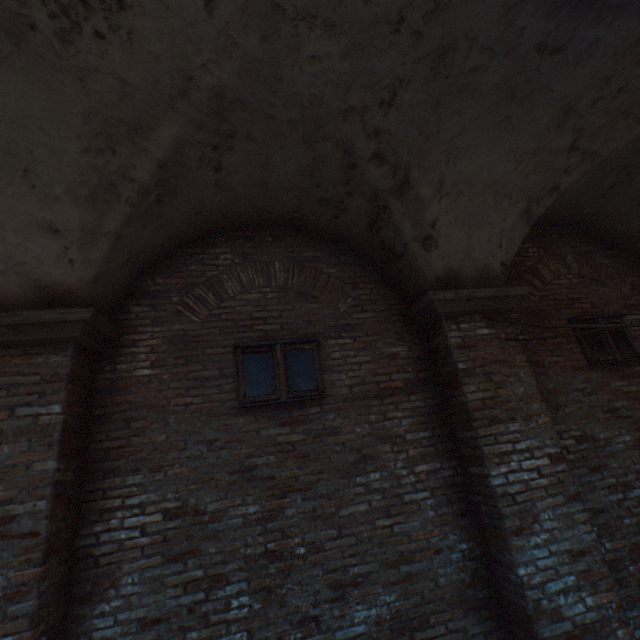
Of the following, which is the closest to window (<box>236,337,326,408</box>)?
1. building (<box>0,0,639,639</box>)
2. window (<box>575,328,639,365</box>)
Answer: window (<box>575,328,639,365</box>)

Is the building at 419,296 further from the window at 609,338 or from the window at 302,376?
the window at 609,338

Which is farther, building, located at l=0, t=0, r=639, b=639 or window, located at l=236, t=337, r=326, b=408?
window, located at l=236, t=337, r=326, b=408

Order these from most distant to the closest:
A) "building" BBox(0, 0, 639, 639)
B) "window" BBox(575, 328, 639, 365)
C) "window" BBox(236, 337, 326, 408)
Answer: "window" BBox(575, 328, 639, 365)
"window" BBox(236, 337, 326, 408)
"building" BBox(0, 0, 639, 639)

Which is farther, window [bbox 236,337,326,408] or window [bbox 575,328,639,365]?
window [bbox 575,328,639,365]

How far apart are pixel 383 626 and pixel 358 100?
5.0m
